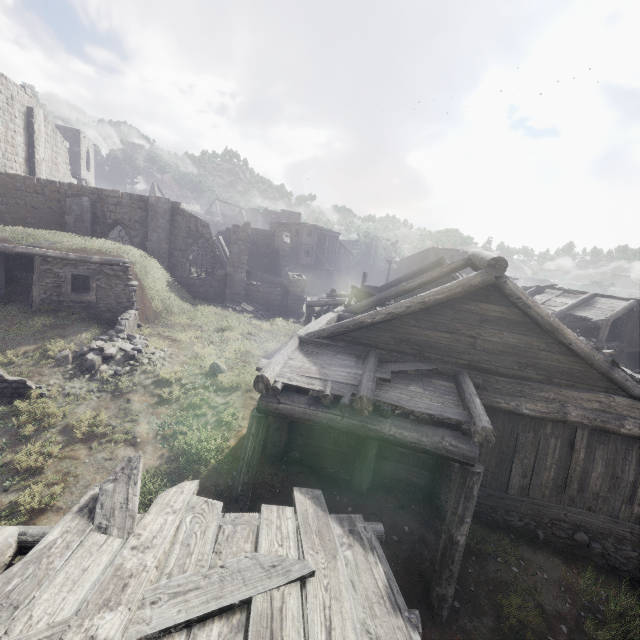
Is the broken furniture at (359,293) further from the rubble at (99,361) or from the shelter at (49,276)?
the shelter at (49,276)

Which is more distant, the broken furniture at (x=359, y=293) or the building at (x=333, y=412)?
the broken furniture at (x=359, y=293)

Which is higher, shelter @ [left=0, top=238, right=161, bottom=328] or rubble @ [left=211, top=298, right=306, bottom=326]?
shelter @ [left=0, top=238, right=161, bottom=328]

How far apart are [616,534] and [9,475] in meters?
14.4

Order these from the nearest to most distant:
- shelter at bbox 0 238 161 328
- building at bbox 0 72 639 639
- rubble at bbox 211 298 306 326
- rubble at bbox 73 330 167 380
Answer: building at bbox 0 72 639 639 < rubble at bbox 73 330 167 380 < shelter at bbox 0 238 161 328 < rubble at bbox 211 298 306 326

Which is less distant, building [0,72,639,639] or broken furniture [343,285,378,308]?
building [0,72,639,639]

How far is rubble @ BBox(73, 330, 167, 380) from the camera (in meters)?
11.22

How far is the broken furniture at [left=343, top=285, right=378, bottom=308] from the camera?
14.07m
